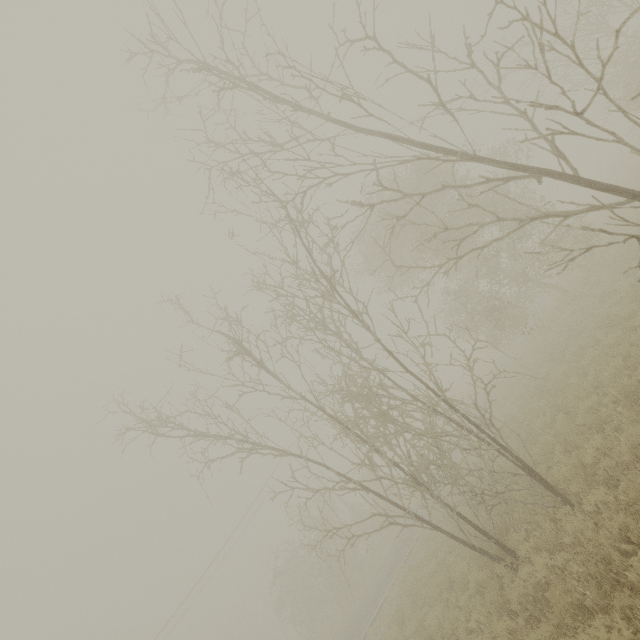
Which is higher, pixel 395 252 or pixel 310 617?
pixel 395 252
